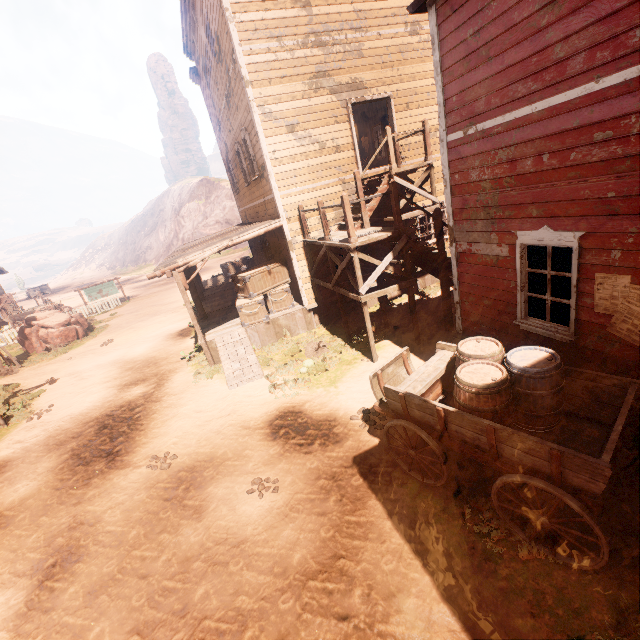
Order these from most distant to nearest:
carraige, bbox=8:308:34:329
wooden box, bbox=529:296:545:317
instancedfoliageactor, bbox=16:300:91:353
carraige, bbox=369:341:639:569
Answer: carraige, bbox=8:308:34:329 → instancedfoliageactor, bbox=16:300:91:353 → wooden box, bbox=529:296:545:317 → carraige, bbox=369:341:639:569

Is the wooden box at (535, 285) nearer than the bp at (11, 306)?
Yes

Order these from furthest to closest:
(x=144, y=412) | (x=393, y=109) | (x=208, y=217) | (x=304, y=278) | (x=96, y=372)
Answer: (x=208, y=217) < (x=96, y=372) < (x=304, y=278) < (x=393, y=109) < (x=144, y=412)

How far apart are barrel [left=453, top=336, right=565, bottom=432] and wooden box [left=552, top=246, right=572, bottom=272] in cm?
125

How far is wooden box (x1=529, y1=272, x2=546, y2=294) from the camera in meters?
5.5

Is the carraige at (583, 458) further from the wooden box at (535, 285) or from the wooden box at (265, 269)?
the wooden box at (265, 269)

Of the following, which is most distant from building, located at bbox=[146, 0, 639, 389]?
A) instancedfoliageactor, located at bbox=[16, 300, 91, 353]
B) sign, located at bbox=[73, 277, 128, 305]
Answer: sign, located at bbox=[73, 277, 128, 305]

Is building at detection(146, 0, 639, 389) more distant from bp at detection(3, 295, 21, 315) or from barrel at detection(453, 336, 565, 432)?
barrel at detection(453, 336, 565, 432)
